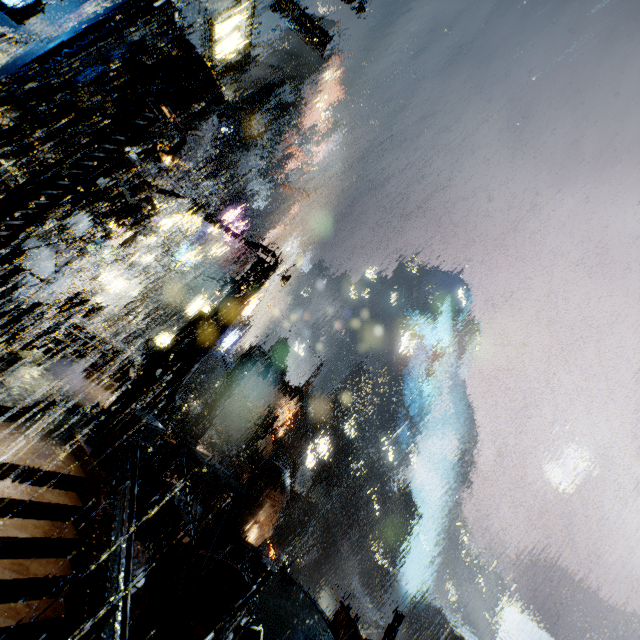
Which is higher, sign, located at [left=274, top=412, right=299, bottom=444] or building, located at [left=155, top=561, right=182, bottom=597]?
sign, located at [left=274, top=412, right=299, bottom=444]

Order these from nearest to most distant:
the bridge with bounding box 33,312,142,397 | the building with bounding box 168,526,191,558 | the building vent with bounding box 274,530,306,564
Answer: the bridge with bounding box 33,312,142,397
the building with bounding box 168,526,191,558
the building vent with bounding box 274,530,306,564

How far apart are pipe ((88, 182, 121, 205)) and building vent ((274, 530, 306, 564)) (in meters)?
46.85

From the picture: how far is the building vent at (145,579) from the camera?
14.5m

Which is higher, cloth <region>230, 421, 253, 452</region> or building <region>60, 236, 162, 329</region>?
building <region>60, 236, 162, 329</region>

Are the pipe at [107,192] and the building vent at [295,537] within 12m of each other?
no

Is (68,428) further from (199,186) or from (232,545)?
(199,186)

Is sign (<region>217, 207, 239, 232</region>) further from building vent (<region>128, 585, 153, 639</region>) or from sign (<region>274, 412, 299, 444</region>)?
building vent (<region>128, 585, 153, 639</region>)
